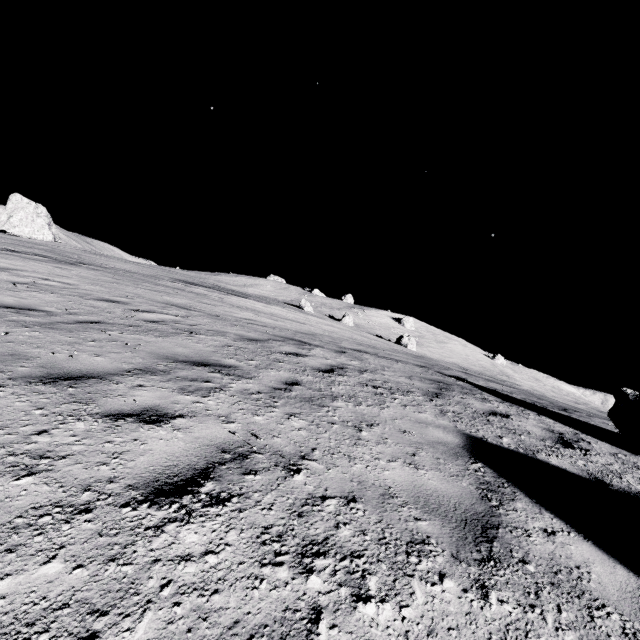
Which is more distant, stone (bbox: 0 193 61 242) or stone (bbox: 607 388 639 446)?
stone (bbox: 0 193 61 242)

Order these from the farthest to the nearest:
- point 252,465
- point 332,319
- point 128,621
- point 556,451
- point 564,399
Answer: point 332,319
point 564,399
point 556,451
point 252,465
point 128,621

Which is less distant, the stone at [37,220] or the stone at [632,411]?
the stone at [632,411]

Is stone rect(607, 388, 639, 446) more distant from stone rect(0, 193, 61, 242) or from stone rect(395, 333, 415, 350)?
stone rect(0, 193, 61, 242)

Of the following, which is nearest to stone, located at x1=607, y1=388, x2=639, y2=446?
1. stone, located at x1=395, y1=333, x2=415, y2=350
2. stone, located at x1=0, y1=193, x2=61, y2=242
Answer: stone, located at x1=395, y1=333, x2=415, y2=350

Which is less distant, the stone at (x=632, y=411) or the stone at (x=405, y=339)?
the stone at (x=632, y=411)
